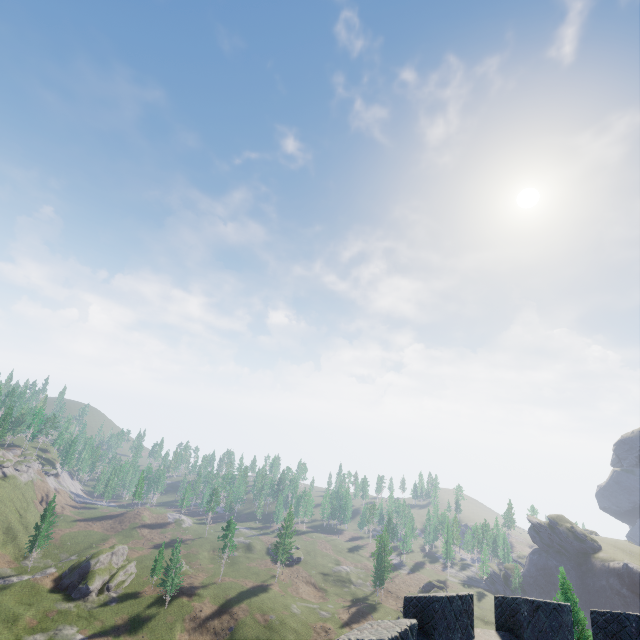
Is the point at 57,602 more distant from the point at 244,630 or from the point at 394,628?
the point at 394,628

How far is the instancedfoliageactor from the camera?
57.66m

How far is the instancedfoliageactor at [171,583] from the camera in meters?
57.7
